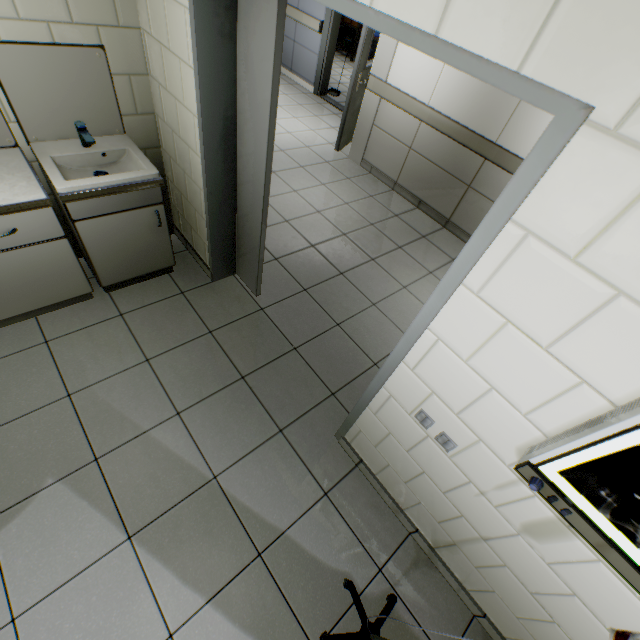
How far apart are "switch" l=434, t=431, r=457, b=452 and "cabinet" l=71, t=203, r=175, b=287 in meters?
2.2 m

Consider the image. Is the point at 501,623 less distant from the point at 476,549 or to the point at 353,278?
the point at 476,549

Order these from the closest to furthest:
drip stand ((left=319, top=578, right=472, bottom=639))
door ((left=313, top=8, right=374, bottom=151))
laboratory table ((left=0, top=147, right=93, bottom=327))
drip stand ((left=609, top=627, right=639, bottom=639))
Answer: drip stand ((left=609, top=627, right=639, bottom=639))
drip stand ((left=319, top=578, right=472, bottom=639))
laboratory table ((left=0, top=147, right=93, bottom=327))
door ((left=313, top=8, right=374, bottom=151))

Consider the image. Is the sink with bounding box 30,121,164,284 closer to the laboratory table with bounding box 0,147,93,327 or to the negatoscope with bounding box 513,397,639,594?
the laboratory table with bounding box 0,147,93,327

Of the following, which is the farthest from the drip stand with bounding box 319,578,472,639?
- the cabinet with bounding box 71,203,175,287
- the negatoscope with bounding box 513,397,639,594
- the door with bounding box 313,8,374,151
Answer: the door with bounding box 313,8,374,151

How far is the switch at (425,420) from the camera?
1.46m

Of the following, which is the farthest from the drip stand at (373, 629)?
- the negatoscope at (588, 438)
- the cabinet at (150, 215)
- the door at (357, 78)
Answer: the door at (357, 78)

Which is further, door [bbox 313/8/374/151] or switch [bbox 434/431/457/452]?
door [bbox 313/8/374/151]
